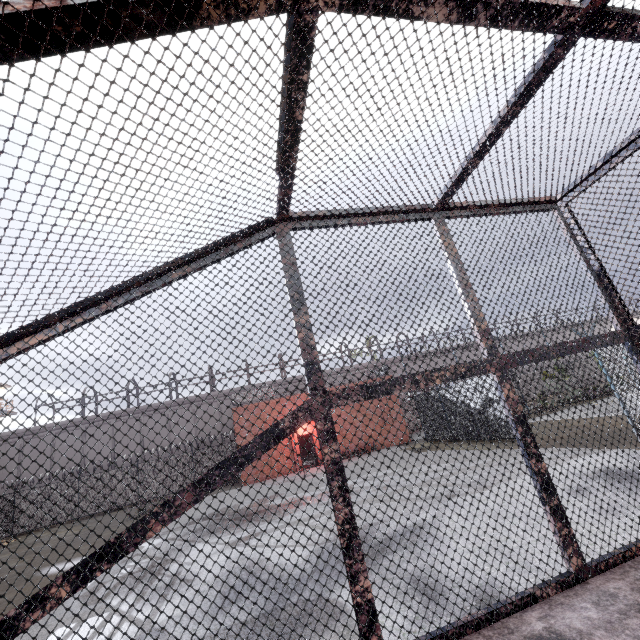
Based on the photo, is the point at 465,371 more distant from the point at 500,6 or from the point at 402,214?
the point at 500,6

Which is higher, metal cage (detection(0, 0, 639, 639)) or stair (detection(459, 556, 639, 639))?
metal cage (detection(0, 0, 639, 639))

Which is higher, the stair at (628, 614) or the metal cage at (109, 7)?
the metal cage at (109, 7)
